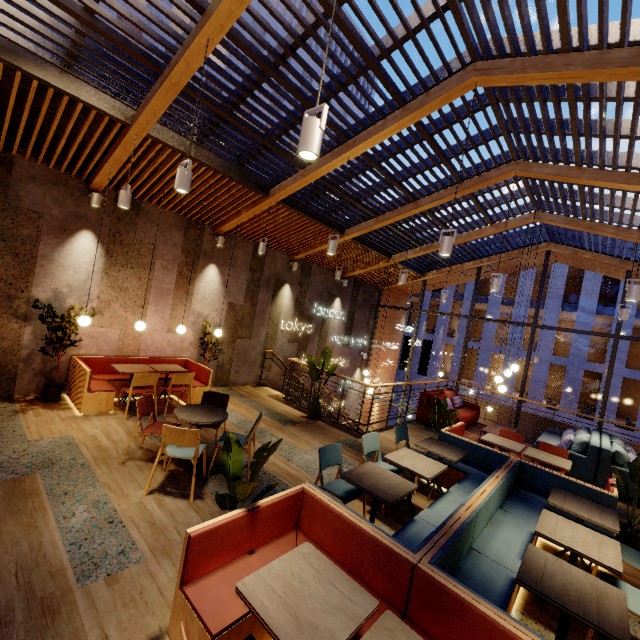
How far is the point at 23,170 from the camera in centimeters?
551cm

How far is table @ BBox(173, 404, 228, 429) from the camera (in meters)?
4.32

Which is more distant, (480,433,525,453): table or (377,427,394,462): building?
(377,427,394,462): building

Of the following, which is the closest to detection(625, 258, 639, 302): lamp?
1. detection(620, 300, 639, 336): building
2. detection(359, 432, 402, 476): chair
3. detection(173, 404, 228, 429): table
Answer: detection(359, 432, 402, 476): chair

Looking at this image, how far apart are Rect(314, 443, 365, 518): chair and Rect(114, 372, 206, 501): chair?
0.93m

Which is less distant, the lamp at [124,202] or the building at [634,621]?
the building at [634,621]

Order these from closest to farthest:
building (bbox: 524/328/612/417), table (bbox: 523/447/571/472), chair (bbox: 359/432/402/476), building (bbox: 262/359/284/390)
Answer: chair (bbox: 359/432/402/476) → table (bbox: 523/447/571/472) → building (bbox: 262/359/284/390) → building (bbox: 524/328/612/417)

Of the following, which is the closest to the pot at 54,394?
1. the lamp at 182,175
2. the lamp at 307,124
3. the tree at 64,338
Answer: the tree at 64,338
